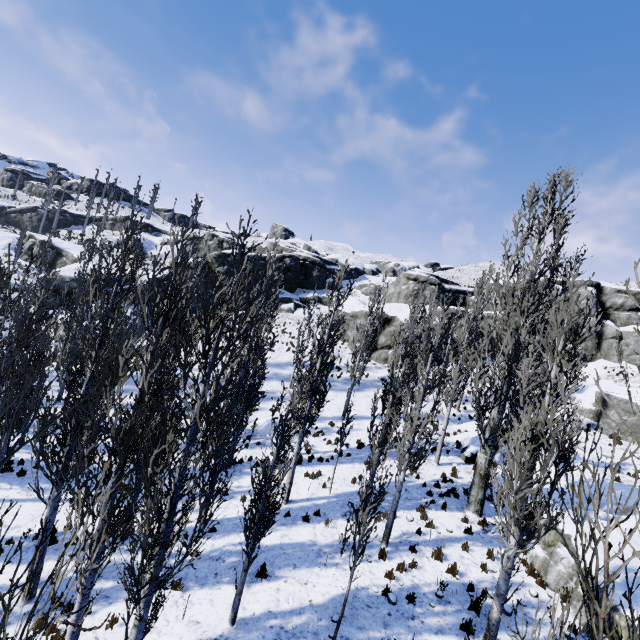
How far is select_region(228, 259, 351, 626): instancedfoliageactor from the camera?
8.0 meters

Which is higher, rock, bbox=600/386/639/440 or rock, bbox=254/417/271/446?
rock, bbox=600/386/639/440

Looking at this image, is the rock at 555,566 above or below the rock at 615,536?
below

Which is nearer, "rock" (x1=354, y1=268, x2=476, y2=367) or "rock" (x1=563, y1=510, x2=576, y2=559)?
"rock" (x1=563, y1=510, x2=576, y2=559)

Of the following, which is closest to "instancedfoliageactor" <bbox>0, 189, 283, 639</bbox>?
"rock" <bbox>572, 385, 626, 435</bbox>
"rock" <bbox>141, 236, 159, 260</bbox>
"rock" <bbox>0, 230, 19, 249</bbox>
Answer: "rock" <bbox>0, 230, 19, 249</bbox>

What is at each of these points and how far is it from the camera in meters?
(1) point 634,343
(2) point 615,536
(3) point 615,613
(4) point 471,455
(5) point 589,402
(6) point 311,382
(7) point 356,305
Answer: (1) rock, 33.2
(2) rock, 11.2
(3) rock, 8.0
(4) rock, 18.2
(5) rock, 27.4
(6) instancedfoliageactor, 14.3
(7) rock, 43.2

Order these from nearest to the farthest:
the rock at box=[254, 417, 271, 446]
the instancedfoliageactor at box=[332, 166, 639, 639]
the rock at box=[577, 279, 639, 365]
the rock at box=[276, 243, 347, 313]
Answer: the instancedfoliageactor at box=[332, 166, 639, 639] < the rock at box=[254, 417, 271, 446] < the rock at box=[577, 279, 639, 365] < the rock at box=[276, 243, 347, 313]

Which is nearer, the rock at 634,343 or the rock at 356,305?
the rock at 634,343
